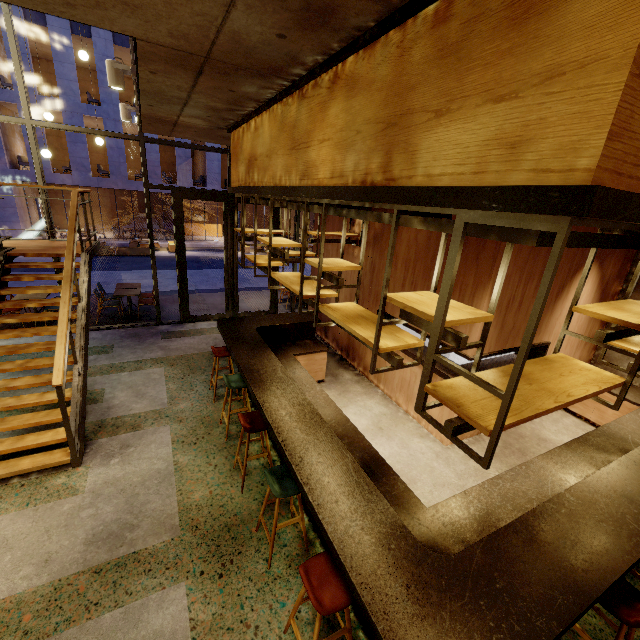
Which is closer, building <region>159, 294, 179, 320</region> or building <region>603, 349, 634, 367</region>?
building <region>603, 349, 634, 367</region>

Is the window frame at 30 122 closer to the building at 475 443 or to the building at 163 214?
the building at 475 443

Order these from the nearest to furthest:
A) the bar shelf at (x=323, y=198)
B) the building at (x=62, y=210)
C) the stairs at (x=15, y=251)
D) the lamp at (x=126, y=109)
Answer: the bar shelf at (x=323, y=198) < the stairs at (x=15, y=251) < the lamp at (x=126, y=109) < the building at (x=62, y=210)

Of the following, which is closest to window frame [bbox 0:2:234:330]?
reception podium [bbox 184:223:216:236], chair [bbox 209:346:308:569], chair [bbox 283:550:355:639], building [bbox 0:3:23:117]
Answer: chair [bbox 209:346:308:569]

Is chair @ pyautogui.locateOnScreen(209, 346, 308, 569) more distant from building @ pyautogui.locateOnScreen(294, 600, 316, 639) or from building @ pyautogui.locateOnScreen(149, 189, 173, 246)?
building @ pyautogui.locateOnScreen(149, 189, 173, 246)

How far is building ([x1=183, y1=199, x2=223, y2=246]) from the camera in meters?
25.2

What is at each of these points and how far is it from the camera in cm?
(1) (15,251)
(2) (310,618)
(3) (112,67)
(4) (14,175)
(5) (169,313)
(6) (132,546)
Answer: (1) stairs, 583
(2) building, 293
(3) lamp, 337
(4) building, 1869
(5) building, 982
(6) building, 339

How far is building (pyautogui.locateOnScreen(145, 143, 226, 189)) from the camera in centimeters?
2153cm
